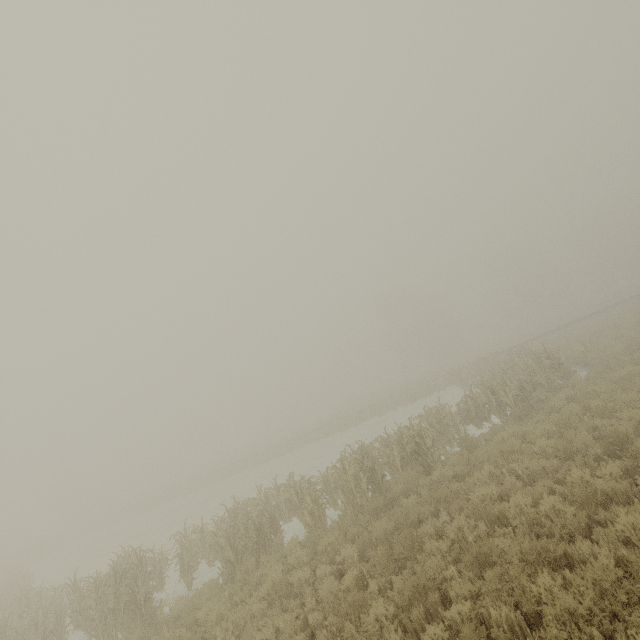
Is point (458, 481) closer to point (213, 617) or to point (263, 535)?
point (263, 535)
